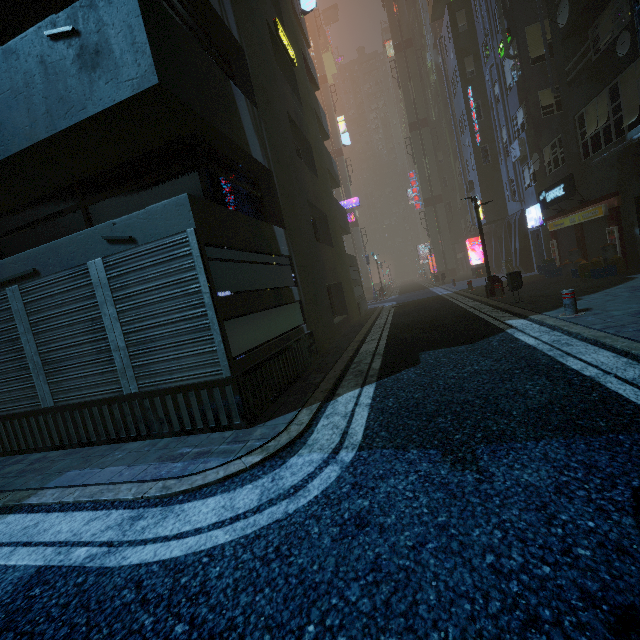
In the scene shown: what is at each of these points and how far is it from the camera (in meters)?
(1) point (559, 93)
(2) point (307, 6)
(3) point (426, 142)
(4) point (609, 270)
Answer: (1) building, 16.27
(2) sign, 17.53
(3) sm, 38.06
(4) building, 11.32

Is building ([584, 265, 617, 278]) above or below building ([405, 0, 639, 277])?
below

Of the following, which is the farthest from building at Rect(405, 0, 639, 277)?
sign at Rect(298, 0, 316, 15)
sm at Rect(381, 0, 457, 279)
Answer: sm at Rect(381, 0, 457, 279)

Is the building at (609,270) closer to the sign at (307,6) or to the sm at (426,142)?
the sign at (307,6)

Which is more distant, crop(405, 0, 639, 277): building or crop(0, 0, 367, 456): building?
crop(405, 0, 639, 277): building

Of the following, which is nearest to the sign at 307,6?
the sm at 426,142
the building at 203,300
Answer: the building at 203,300
